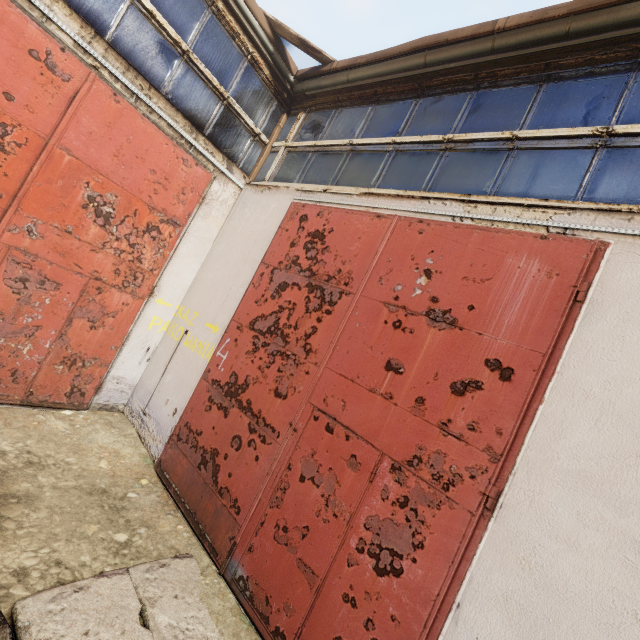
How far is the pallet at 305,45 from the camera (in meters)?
5.02

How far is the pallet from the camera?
5.0m

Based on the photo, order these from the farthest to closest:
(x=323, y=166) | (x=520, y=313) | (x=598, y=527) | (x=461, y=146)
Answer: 1. (x=323, y=166)
2. (x=461, y=146)
3. (x=520, y=313)
4. (x=598, y=527)
